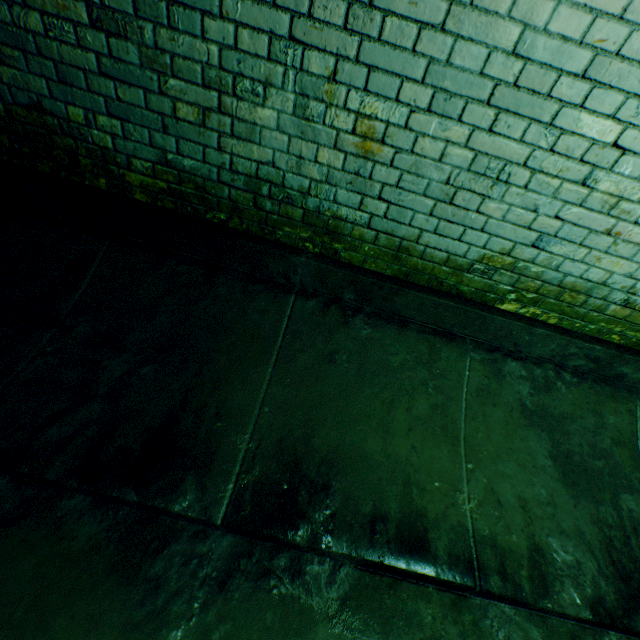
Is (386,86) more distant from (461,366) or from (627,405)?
(627,405)
